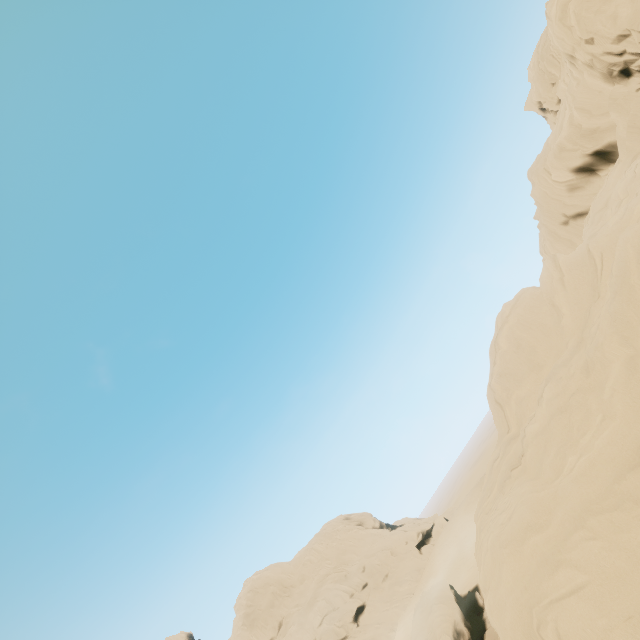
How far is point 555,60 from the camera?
29.84m

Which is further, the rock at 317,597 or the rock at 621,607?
the rock at 317,597

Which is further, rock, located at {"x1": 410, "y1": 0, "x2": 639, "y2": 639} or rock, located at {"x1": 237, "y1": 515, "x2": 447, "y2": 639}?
rock, located at {"x1": 237, "y1": 515, "x2": 447, "y2": 639}
